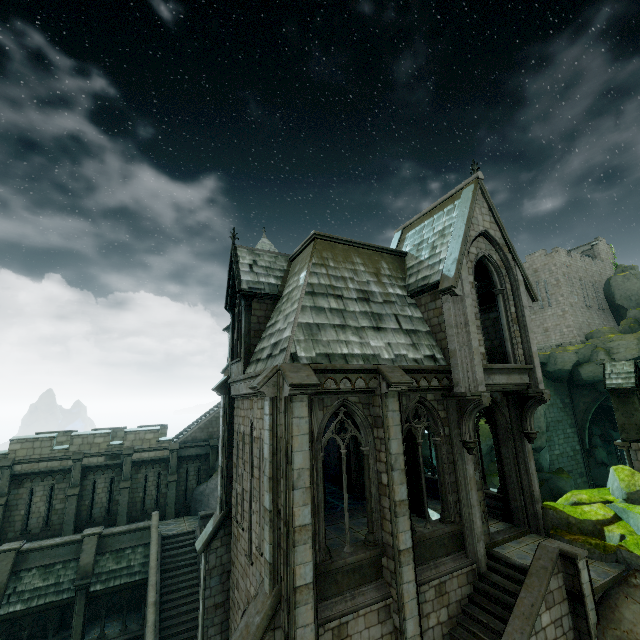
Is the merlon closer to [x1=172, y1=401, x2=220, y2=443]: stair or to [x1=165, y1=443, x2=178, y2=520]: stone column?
[x1=172, y1=401, x2=220, y2=443]: stair

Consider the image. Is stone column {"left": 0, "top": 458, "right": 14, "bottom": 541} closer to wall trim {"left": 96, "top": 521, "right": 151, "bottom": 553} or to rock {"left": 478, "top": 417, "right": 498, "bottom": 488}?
wall trim {"left": 96, "top": 521, "right": 151, "bottom": 553}

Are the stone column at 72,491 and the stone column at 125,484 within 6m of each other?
yes

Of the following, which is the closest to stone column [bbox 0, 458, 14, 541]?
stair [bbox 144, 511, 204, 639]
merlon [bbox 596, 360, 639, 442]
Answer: stair [bbox 144, 511, 204, 639]

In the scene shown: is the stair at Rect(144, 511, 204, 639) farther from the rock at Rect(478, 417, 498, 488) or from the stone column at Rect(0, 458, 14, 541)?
the stone column at Rect(0, 458, 14, 541)

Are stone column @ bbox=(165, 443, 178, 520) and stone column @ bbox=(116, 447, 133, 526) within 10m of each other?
yes

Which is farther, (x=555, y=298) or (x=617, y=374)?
(x=555, y=298)

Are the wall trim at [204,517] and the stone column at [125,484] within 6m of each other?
yes
